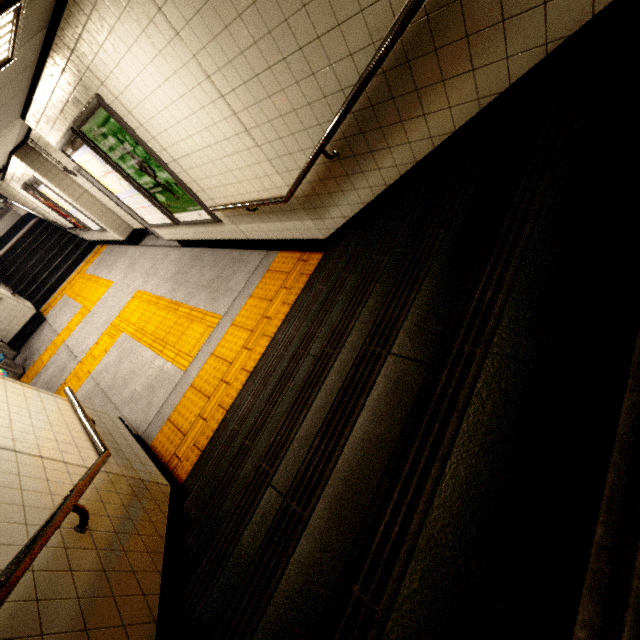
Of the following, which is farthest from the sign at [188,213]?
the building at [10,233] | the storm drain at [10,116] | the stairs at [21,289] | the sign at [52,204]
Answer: the building at [10,233]

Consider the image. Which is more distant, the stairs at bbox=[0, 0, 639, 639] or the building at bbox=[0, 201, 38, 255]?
the building at bbox=[0, 201, 38, 255]

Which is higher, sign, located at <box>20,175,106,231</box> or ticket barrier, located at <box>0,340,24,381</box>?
sign, located at <box>20,175,106,231</box>

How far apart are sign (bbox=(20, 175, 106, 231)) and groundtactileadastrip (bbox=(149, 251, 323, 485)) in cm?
666

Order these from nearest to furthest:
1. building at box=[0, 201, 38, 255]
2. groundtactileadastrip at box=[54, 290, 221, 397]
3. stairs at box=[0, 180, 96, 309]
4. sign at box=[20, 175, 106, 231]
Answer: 1. groundtactileadastrip at box=[54, 290, 221, 397]
2. sign at box=[20, 175, 106, 231]
3. stairs at box=[0, 180, 96, 309]
4. building at box=[0, 201, 38, 255]

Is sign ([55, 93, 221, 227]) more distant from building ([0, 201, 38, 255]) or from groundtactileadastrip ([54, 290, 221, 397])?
building ([0, 201, 38, 255])

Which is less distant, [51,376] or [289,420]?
[289,420]

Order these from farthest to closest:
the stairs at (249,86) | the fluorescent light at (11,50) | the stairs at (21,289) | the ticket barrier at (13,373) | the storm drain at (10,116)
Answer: the stairs at (21,289), the ticket barrier at (13,373), the storm drain at (10,116), the fluorescent light at (11,50), the stairs at (249,86)
